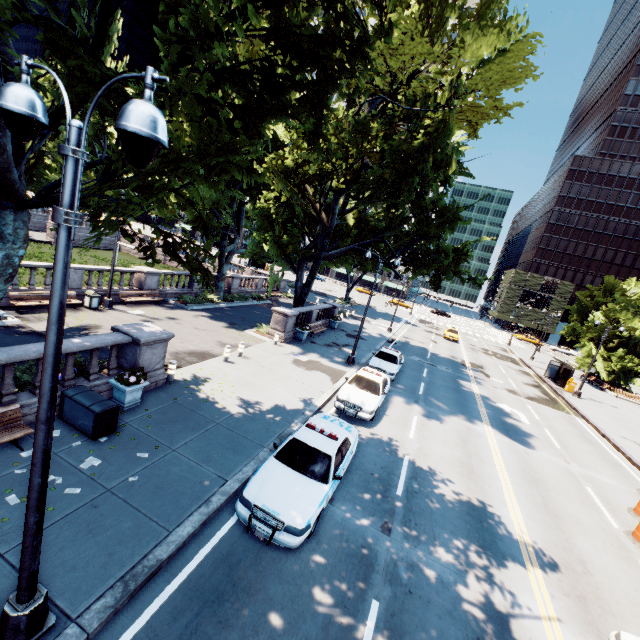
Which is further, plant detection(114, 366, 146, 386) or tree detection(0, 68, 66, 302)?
plant detection(114, 366, 146, 386)

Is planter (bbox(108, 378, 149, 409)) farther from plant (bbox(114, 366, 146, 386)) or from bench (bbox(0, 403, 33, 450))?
bench (bbox(0, 403, 33, 450))

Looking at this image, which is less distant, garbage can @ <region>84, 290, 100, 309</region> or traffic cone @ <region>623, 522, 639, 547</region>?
traffic cone @ <region>623, 522, 639, 547</region>

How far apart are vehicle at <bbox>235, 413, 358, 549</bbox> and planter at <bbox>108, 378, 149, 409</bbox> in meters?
4.8

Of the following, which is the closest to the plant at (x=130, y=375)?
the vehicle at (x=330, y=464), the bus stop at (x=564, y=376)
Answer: the vehicle at (x=330, y=464)

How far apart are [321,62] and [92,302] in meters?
17.6 m

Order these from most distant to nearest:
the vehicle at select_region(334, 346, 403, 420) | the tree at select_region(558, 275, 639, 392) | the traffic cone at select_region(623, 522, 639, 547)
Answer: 1. the tree at select_region(558, 275, 639, 392)
2. the vehicle at select_region(334, 346, 403, 420)
3. the traffic cone at select_region(623, 522, 639, 547)

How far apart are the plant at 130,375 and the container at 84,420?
0.7m
